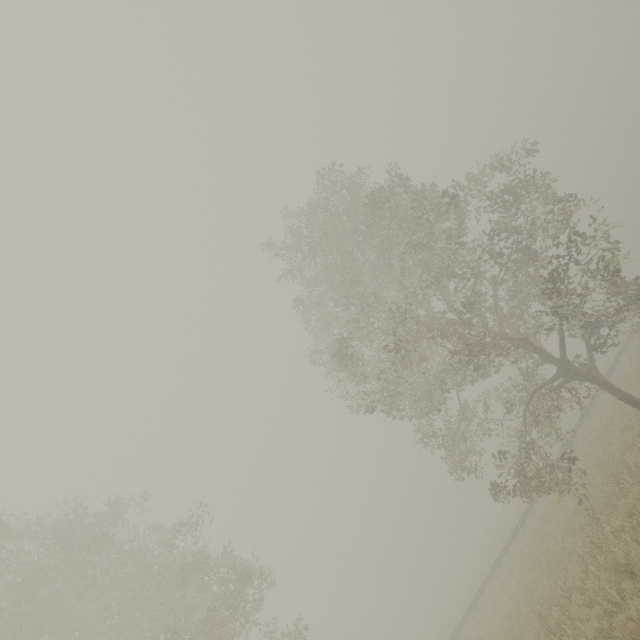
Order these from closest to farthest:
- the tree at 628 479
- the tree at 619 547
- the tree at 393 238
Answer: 1. the tree at 619 547
2. the tree at 628 479
3. the tree at 393 238

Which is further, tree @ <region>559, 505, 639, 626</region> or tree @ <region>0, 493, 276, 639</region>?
tree @ <region>0, 493, 276, 639</region>

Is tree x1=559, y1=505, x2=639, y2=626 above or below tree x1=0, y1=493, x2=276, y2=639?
below

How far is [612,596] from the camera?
7.8 meters

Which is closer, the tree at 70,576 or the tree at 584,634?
the tree at 584,634

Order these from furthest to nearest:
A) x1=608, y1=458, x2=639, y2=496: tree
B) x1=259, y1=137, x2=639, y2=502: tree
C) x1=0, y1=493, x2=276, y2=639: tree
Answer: x1=259, y1=137, x2=639, y2=502: tree
x1=0, y1=493, x2=276, y2=639: tree
x1=608, y1=458, x2=639, y2=496: tree
